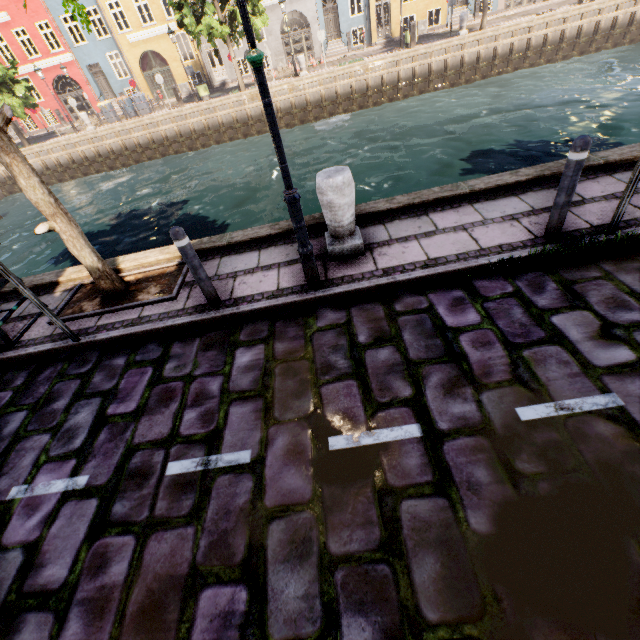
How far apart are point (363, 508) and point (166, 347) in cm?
300

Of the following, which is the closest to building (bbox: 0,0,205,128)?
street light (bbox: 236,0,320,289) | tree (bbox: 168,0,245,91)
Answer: tree (bbox: 168,0,245,91)

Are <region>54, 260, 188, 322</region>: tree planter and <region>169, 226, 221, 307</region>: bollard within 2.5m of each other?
yes

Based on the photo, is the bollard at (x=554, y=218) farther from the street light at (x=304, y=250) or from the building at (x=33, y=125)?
the building at (x=33, y=125)

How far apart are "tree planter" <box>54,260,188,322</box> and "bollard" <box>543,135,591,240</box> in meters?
4.9

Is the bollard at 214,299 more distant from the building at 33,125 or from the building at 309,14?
the building at 33,125

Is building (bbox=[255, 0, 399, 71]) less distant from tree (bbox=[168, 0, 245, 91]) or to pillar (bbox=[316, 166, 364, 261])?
tree (bbox=[168, 0, 245, 91])

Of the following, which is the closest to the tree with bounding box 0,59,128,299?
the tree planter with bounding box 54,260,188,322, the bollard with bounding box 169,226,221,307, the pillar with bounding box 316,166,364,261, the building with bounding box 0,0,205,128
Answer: the tree planter with bounding box 54,260,188,322
